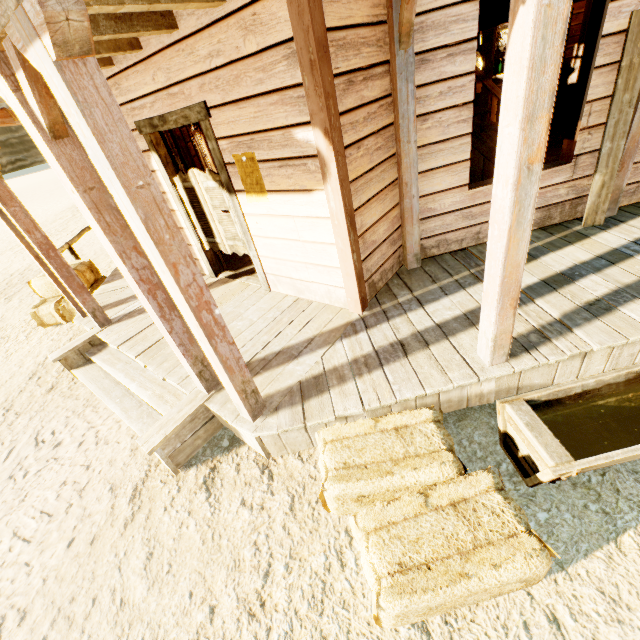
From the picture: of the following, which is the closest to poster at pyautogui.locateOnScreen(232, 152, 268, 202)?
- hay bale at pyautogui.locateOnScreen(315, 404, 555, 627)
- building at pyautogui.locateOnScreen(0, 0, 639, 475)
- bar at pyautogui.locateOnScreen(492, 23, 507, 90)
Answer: building at pyautogui.locateOnScreen(0, 0, 639, 475)

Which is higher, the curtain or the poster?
the curtain

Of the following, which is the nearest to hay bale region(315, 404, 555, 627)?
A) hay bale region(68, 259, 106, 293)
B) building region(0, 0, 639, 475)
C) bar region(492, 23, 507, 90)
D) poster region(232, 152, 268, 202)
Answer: building region(0, 0, 639, 475)

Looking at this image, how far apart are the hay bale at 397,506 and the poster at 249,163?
2.42m

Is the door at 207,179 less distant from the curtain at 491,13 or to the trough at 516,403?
the curtain at 491,13

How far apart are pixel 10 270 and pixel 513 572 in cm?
1373

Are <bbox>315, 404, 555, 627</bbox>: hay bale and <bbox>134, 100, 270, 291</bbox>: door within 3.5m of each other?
yes

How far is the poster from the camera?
3.3m
